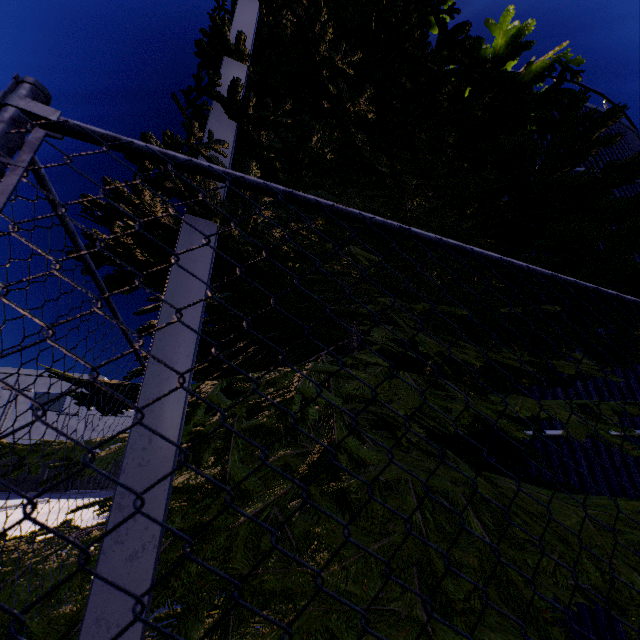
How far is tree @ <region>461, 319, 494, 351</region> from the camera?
2.6m

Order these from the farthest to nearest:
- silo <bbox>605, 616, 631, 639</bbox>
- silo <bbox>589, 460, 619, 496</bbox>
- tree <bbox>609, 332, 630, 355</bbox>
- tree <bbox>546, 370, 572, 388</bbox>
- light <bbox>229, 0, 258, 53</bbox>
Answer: silo <bbox>589, 460, 619, 496</bbox> < silo <bbox>605, 616, 631, 639</bbox> < tree <bbox>546, 370, 572, 388</bbox> < light <bbox>229, 0, 258, 53</bbox> < tree <bbox>609, 332, 630, 355</bbox>

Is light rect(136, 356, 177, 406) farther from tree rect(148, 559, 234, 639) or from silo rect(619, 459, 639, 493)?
silo rect(619, 459, 639, 493)

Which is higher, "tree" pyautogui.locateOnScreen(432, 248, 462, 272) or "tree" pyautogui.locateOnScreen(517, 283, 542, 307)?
"tree" pyautogui.locateOnScreen(432, 248, 462, 272)

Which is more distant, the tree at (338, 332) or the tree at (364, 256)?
the tree at (338, 332)

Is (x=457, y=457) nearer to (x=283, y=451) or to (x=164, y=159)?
(x=283, y=451)

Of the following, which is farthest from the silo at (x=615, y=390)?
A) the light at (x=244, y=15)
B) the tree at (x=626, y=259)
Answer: the light at (x=244, y=15)
